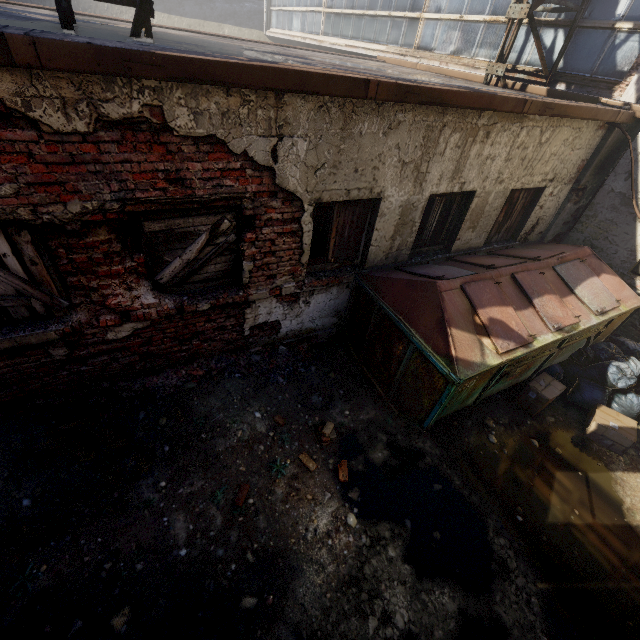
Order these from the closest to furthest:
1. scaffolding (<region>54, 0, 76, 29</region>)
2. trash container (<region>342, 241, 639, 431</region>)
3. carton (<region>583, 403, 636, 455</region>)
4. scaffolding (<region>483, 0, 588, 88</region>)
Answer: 1. scaffolding (<region>54, 0, 76, 29</region>)
2. trash container (<region>342, 241, 639, 431</region>)
3. carton (<region>583, 403, 636, 455</region>)
4. scaffolding (<region>483, 0, 588, 88</region>)

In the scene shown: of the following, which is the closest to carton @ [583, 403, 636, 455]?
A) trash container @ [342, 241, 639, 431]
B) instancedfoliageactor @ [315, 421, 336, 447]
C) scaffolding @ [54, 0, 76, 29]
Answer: trash container @ [342, 241, 639, 431]

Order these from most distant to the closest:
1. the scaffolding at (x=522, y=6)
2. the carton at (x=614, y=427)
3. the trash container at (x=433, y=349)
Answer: the scaffolding at (x=522, y=6), the carton at (x=614, y=427), the trash container at (x=433, y=349)

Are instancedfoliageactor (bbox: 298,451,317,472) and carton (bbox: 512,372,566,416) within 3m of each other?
no

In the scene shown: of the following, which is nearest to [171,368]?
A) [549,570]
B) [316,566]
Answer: [316,566]

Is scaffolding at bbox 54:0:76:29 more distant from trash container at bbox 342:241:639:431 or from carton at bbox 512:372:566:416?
carton at bbox 512:372:566:416

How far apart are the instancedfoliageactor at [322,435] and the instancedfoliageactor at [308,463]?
0.3m

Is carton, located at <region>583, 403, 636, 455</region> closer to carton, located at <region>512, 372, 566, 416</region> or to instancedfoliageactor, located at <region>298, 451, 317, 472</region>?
carton, located at <region>512, 372, 566, 416</region>
